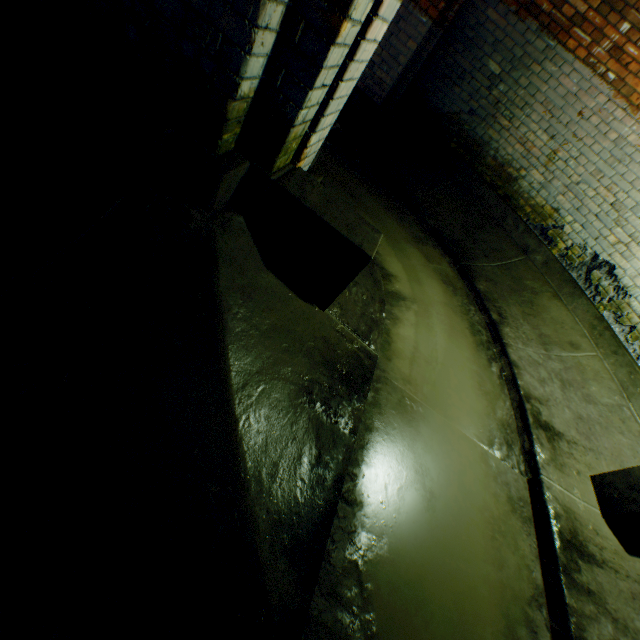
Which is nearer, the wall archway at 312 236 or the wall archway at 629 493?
the wall archway at 312 236

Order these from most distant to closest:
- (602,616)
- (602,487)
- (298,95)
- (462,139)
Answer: (462,139) < (602,487) < (602,616) < (298,95)

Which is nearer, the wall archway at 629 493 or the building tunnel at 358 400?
the building tunnel at 358 400

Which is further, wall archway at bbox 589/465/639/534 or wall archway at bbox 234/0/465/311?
wall archway at bbox 589/465/639/534

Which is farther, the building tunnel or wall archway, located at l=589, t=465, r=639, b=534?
wall archway, located at l=589, t=465, r=639, b=534
